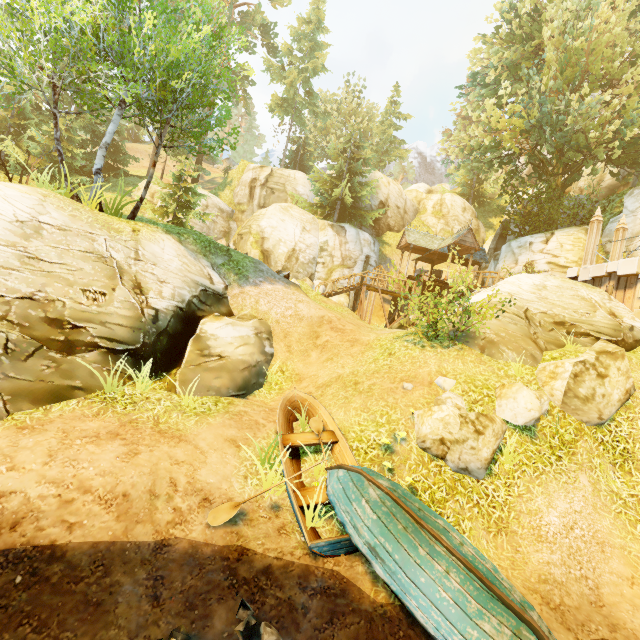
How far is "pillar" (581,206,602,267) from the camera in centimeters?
1398cm

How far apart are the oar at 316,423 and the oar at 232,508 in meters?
0.3

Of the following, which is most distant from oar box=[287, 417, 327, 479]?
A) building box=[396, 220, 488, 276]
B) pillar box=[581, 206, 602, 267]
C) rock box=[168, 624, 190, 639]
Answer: building box=[396, 220, 488, 276]

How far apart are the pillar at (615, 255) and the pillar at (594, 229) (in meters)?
0.96

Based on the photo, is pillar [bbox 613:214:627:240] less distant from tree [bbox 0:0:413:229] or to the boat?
tree [bbox 0:0:413:229]

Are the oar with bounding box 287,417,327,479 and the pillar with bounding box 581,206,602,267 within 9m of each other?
no

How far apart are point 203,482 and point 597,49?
26.1m
